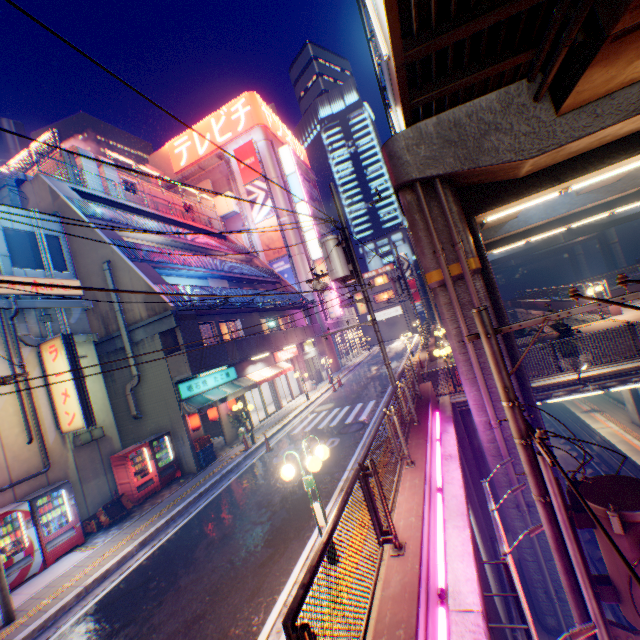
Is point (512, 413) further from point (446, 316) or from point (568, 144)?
point (568, 144)

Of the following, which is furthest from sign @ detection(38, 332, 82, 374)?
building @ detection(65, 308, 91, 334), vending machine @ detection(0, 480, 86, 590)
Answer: vending machine @ detection(0, 480, 86, 590)

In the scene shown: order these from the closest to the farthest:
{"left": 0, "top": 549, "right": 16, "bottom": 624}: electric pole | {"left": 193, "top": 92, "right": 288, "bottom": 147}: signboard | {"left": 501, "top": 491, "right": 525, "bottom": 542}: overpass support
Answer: {"left": 0, "top": 549, "right": 16, "bottom": 624}: electric pole, {"left": 501, "top": 491, "right": 525, "bottom": 542}: overpass support, {"left": 193, "top": 92, "right": 288, "bottom": 147}: signboard

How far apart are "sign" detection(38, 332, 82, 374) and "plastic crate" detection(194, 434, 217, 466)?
4.5m

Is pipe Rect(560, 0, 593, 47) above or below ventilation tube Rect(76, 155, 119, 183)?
below

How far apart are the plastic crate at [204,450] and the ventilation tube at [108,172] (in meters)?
17.89

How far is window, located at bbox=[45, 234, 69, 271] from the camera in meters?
13.2

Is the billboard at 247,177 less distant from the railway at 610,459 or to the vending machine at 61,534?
the railway at 610,459
